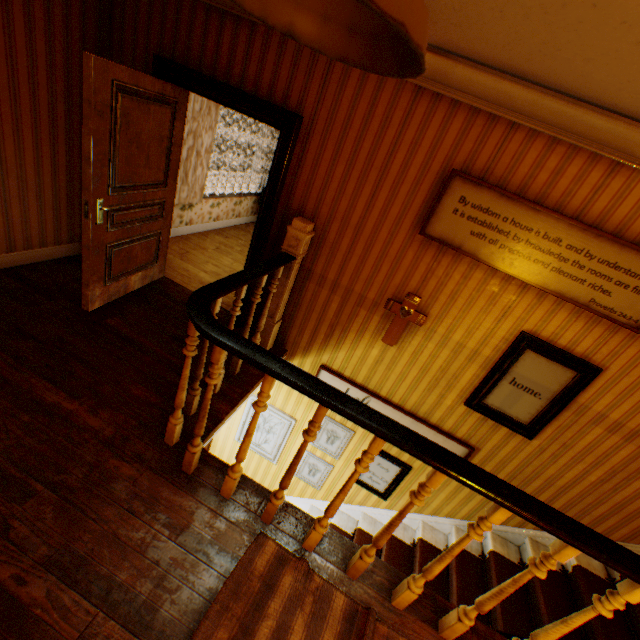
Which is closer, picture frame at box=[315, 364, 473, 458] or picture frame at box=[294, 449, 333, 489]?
picture frame at box=[315, 364, 473, 458]

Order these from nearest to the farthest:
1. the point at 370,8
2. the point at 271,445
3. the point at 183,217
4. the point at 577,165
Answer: the point at 370,8
the point at 577,165
the point at 271,445
the point at 183,217

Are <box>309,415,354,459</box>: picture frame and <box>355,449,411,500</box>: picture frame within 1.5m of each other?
yes

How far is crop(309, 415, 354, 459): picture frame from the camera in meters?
4.2 m

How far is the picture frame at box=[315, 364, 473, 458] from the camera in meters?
3.7

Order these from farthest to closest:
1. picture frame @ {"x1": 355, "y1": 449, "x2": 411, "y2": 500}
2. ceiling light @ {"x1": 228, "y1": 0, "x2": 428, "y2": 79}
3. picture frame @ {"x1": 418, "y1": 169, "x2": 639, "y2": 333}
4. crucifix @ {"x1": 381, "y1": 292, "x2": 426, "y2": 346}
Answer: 1. picture frame @ {"x1": 355, "y1": 449, "x2": 411, "y2": 500}
2. crucifix @ {"x1": 381, "y1": 292, "x2": 426, "y2": 346}
3. picture frame @ {"x1": 418, "y1": 169, "x2": 639, "y2": 333}
4. ceiling light @ {"x1": 228, "y1": 0, "x2": 428, "y2": 79}

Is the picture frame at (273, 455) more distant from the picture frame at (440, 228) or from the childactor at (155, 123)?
the picture frame at (440, 228)

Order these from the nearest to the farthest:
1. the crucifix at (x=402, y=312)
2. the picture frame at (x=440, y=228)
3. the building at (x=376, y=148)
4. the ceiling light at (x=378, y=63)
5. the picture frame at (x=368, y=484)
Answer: the ceiling light at (x=378, y=63)
the building at (x=376, y=148)
the picture frame at (x=440, y=228)
the crucifix at (x=402, y=312)
the picture frame at (x=368, y=484)
